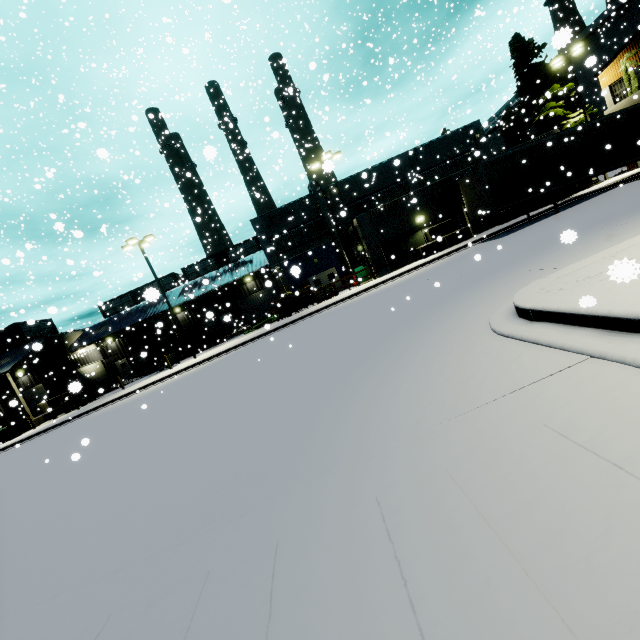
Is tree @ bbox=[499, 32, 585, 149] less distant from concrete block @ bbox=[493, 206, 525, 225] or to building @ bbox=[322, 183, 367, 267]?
building @ bbox=[322, 183, 367, 267]

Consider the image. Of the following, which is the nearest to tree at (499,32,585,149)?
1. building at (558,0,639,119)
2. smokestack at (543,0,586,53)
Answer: building at (558,0,639,119)

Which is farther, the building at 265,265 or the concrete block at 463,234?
the building at 265,265

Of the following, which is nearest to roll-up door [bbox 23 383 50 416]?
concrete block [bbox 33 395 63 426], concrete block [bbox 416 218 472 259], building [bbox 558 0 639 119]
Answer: building [bbox 558 0 639 119]

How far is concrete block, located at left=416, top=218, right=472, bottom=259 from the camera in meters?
23.8

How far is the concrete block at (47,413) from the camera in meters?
A: 28.2 m

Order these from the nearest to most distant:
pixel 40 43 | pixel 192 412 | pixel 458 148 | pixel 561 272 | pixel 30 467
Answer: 1. pixel 561 272
2. pixel 192 412
3. pixel 30 467
4. pixel 40 43
5. pixel 458 148

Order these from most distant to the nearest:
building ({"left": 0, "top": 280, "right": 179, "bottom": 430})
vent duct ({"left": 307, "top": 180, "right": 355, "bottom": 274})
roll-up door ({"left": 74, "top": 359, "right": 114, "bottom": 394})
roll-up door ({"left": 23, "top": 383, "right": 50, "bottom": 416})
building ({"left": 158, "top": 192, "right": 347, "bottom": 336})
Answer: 1. roll-up door ({"left": 74, "top": 359, "right": 114, "bottom": 394})
2. roll-up door ({"left": 23, "top": 383, "right": 50, "bottom": 416})
3. building ({"left": 158, "top": 192, "right": 347, "bottom": 336})
4. vent duct ({"left": 307, "top": 180, "right": 355, "bottom": 274})
5. building ({"left": 0, "top": 280, "right": 179, "bottom": 430})
